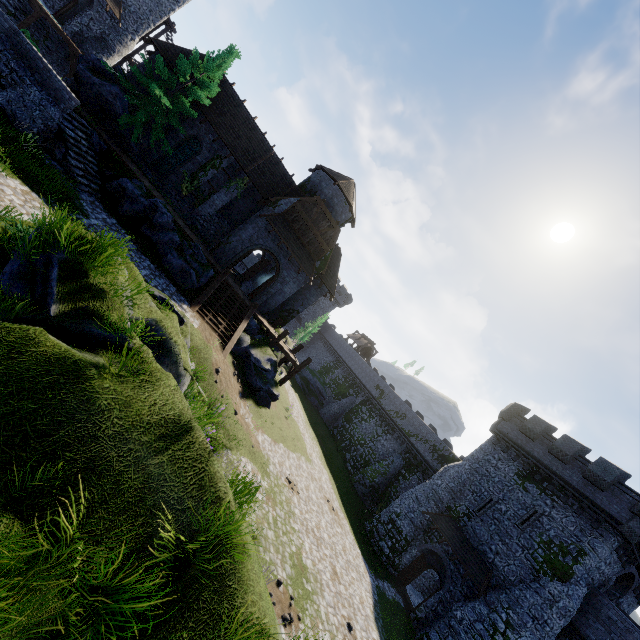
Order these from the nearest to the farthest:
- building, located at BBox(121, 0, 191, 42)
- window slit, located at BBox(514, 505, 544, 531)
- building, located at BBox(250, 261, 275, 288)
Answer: window slit, located at BBox(514, 505, 544, 531)
building, located at BBox(121, 0, 191, 42)
building, located at BBox(250, 261, 275, 288)

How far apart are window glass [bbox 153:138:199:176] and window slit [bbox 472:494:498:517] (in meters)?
34.02

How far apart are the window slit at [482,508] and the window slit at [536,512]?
1.6 meters

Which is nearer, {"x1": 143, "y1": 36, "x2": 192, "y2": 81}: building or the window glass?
{"x1": 143, "y1": 36, "x2": 192, "y2": 81}: building

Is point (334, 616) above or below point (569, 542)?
below

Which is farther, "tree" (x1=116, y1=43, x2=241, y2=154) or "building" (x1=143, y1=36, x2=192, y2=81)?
"building" (x1=143, y1=36, x2=192, y2=81)

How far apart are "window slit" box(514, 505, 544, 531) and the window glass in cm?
3501

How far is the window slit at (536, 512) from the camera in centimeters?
2176cm
